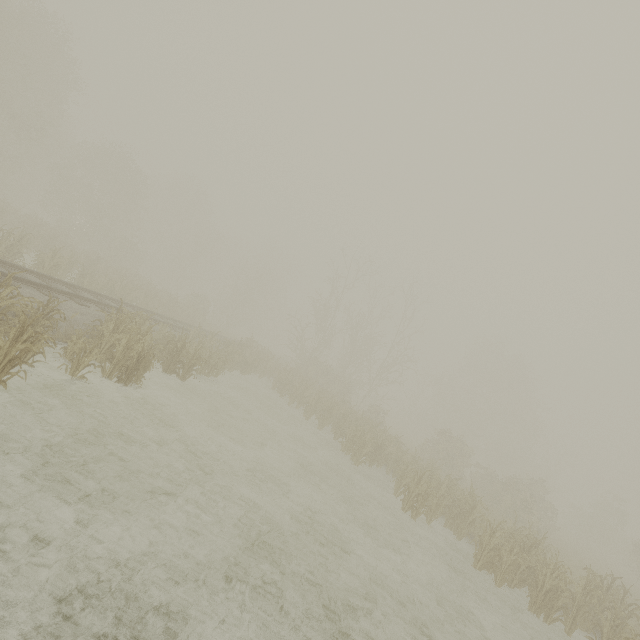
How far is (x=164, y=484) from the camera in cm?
620
